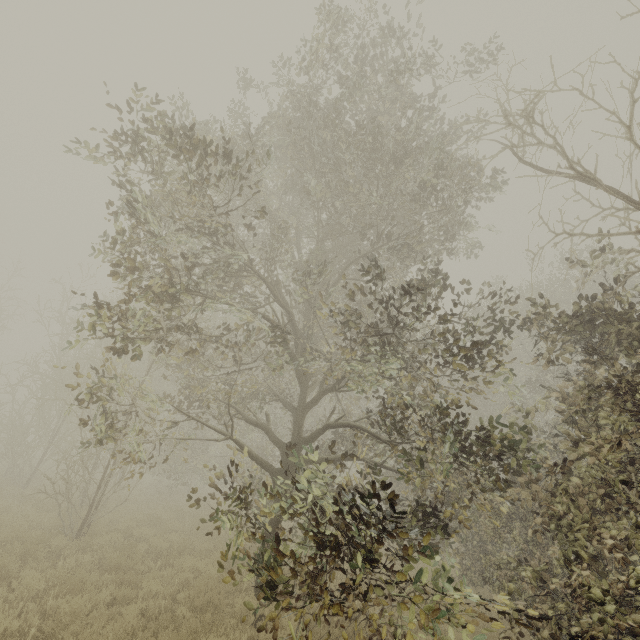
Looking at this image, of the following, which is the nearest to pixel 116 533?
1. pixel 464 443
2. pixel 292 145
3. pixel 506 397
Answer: pixel 292 145
